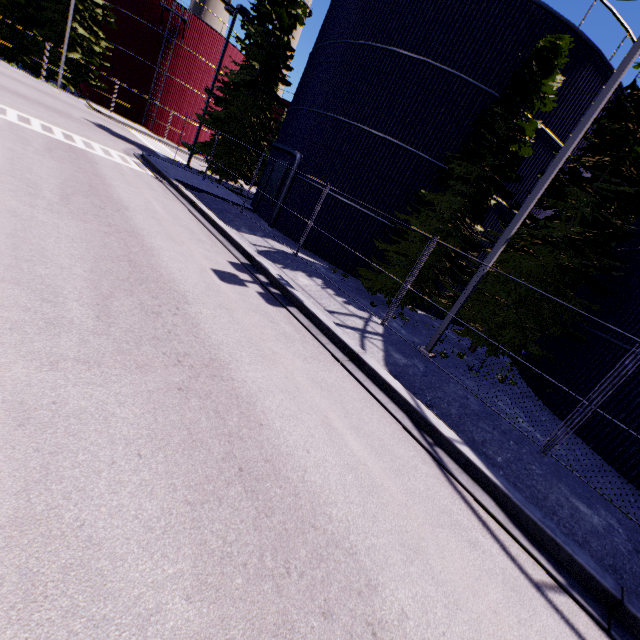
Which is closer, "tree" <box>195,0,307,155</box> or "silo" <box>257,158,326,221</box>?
"silo" <box>257,158,326,221</box>

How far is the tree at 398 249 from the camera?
12.3m

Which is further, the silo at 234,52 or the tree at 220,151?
the silo at 234,52

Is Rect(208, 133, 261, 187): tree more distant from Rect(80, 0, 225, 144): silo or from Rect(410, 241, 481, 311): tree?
Rect(410, 241, 481, 311): tree

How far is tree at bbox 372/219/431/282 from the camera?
12.29m

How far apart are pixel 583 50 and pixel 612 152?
6.0m

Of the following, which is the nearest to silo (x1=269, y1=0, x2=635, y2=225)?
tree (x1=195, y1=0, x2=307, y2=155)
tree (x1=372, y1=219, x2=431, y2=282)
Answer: tree (x1=372, y1=219, x2=431, y2=282)
